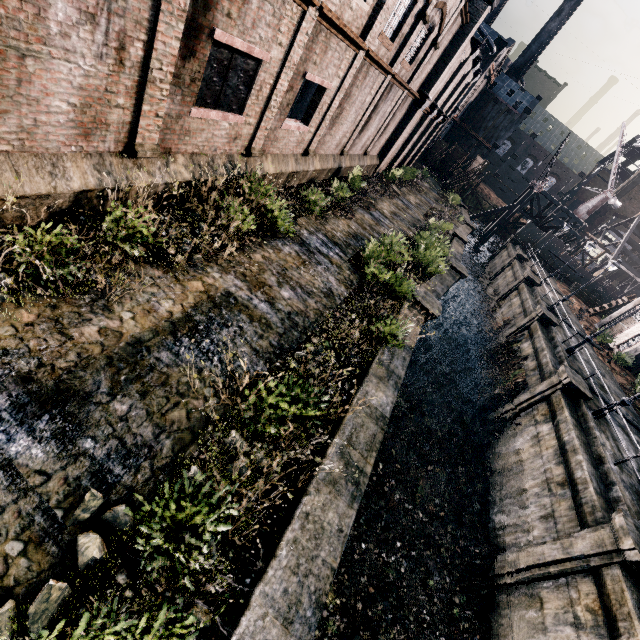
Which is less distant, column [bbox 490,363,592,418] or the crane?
column [bbox 490,363,592,418]

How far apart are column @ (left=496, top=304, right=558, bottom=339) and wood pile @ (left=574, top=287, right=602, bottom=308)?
21.51m

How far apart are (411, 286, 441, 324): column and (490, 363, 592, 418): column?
8.2m

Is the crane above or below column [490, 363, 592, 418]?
above

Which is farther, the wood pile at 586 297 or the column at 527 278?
the wood pile at 586 297

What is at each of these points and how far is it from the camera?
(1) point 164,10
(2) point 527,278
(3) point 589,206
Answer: (1) building, 5.8 meters
(2) column, 31.2 meters
(3) crane, 46.7 meters

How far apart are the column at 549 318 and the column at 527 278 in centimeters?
720cm

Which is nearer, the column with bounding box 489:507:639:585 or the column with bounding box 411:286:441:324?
the column with bounding box 489:507:639:585
